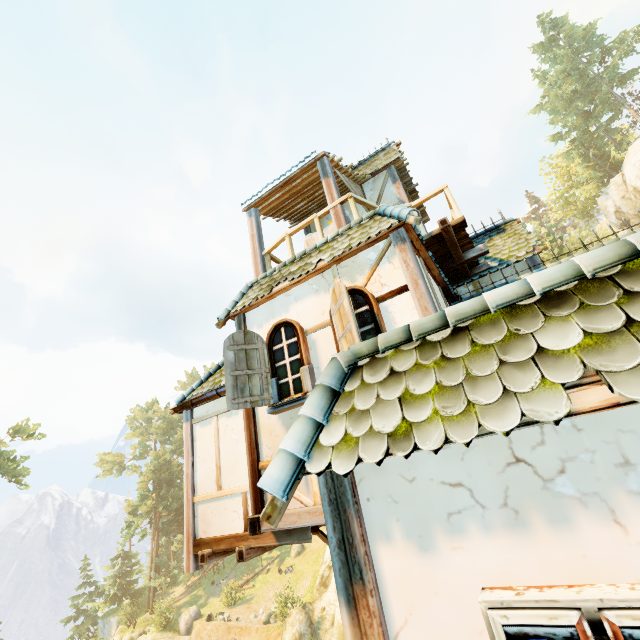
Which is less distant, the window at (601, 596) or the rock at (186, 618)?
the window at (601, 596)

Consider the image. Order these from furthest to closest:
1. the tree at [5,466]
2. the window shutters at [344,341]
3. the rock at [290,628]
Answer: the tree at [5,466]
the rock at [290,628]
the window shutters at [344,341]

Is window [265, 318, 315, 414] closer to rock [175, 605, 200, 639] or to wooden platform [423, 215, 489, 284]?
wooden platform [423, 215, 489, 284]

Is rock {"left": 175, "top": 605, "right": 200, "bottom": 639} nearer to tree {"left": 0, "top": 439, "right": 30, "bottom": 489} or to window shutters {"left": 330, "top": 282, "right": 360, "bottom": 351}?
tree {"left": 0, "top": 439, "right": 30, "bottom": 489}

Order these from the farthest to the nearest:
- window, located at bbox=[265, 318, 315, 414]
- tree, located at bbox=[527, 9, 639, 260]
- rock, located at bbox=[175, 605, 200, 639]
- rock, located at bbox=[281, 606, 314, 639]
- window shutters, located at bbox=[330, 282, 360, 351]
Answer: tree, located at bbox=[527, 9, 639, 260] → rock, located at bbox=[175, 605, 200, 639] → rock, located at bbox=[281, 606, 314, 639] → window, located at bbox=[265, 318, 315, 414] → window shutters, located at bbox=[330, 282, 360, 351]

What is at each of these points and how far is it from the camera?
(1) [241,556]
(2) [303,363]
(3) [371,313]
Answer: (1) wooden platform, 5.38m
(2) window, 5.30m
(3) window, 4.89m

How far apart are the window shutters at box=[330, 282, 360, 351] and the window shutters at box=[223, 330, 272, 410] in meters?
A: 1.4 m

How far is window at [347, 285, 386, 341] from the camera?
4.8 meters
